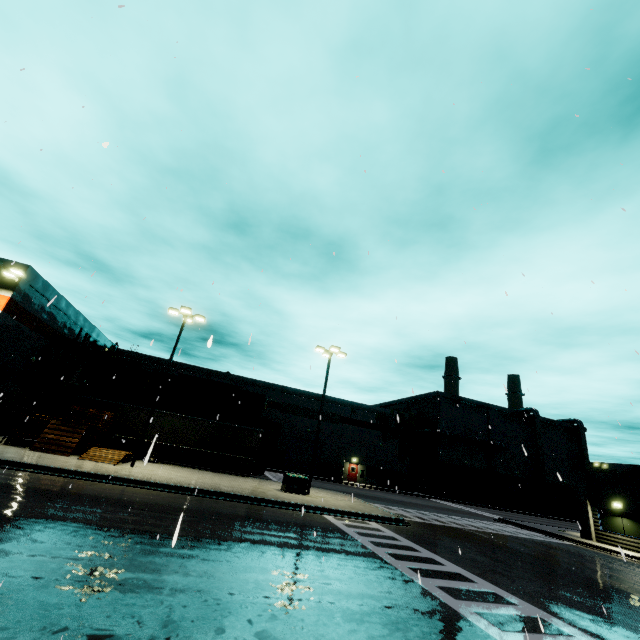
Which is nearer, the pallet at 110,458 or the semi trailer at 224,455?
the pallet at 110,458

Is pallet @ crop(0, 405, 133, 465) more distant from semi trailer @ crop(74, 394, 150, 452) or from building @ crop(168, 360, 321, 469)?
building @ crop(168, 360, 321, 469)

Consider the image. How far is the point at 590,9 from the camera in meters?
9.0 m

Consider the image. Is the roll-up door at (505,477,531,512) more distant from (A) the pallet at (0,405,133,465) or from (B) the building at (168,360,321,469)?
(A) the pallet at (0,405,133,465)

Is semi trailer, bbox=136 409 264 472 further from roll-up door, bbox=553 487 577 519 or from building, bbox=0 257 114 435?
roll-up door, bbox=553 487 577 519

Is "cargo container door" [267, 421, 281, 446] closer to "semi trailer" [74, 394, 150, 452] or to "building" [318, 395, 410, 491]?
"semi trailer" [74, 394, 150, 452]

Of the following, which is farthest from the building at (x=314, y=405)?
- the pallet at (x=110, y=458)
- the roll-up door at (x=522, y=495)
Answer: the pallet at (x=110, y=458)

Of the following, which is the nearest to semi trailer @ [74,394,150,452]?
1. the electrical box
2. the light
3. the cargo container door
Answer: the cargo container door
